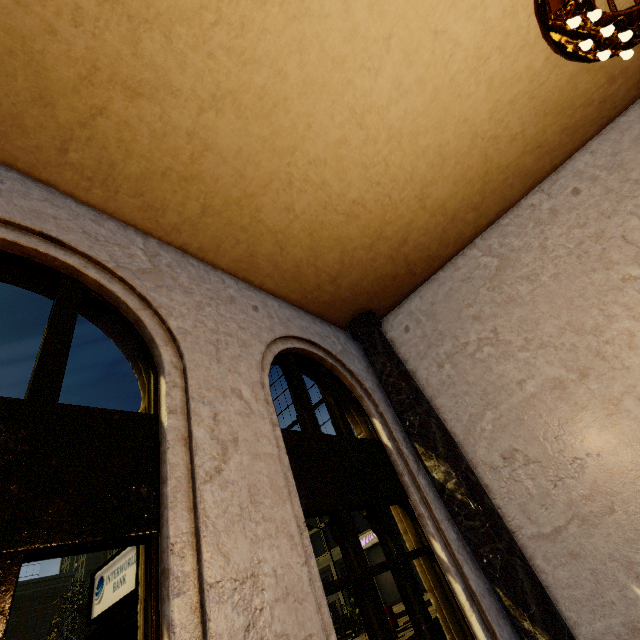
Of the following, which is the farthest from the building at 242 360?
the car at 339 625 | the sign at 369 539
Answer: the car at 339 625

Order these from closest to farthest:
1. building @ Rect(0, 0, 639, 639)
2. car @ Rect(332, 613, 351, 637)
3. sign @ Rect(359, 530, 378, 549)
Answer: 1. building @ Rect(0, 0, 639, 639)
2. car @ Rect(332, 613, 351, 637)
3. sign @ Rect(359, 530, 378, 549)

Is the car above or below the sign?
below

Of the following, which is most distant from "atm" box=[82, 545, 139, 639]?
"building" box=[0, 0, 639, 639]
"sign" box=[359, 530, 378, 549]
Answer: "sign" box=[359, 530, 378, 549]

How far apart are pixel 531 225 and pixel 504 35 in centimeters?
323cm

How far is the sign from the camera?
36.66m

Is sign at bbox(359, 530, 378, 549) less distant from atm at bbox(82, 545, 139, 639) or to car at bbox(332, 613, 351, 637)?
car at bbox(332, 613, 351, 637)

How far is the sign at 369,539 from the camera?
36.7m
